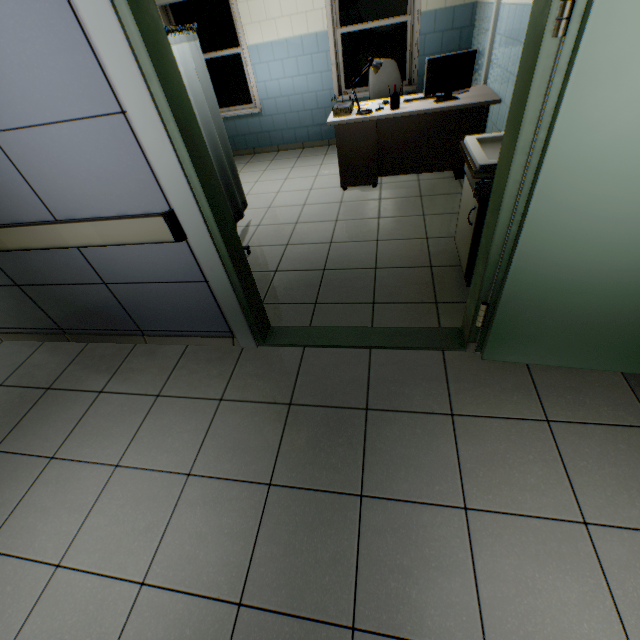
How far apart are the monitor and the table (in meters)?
0.02

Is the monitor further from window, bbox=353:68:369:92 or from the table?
window, bbox=353:68:369:92

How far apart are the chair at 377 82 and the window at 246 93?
2.2 meters

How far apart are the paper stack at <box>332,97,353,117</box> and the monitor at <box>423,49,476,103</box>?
0.9 meters

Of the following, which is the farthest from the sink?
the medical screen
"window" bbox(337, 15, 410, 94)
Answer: "window" bbox(337, 15, 410, 94)

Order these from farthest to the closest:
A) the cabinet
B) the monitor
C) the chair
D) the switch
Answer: the chair < the monitor < the cabinet < the switch

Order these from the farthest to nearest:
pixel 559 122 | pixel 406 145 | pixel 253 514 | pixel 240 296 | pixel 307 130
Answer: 1. pixel 307 130
2. pixel 406 145
3. pixel 240 296
4. pixel 253 514
5. pixel 559 122

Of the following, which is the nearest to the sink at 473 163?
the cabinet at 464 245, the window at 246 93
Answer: the cabinet at 464 245
